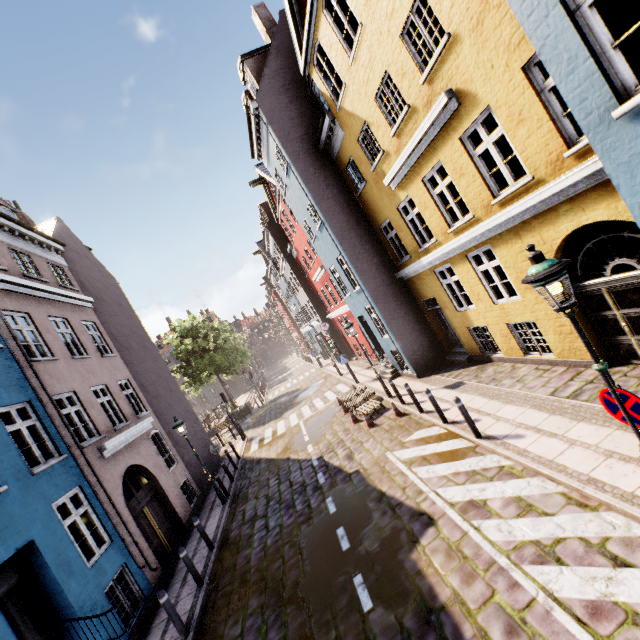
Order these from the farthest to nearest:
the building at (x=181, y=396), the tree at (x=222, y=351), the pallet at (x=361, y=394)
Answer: the tree at (x=222, y=351), the pallet at (x=361, y=394), the building at (x=181, y=396)

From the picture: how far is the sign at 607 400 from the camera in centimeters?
386cm

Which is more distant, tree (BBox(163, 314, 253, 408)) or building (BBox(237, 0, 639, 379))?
tree (BBox(163, 314, 253, 408))

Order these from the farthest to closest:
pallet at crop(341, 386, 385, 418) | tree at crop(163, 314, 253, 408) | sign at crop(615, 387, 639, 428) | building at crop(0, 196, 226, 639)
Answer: tree at crop(163, 314, 253, 408) → pallet at crop(341, 386, 385, 418) → building at crop(0, 196, 226, 639) → sign at crop(615, 387, 639, 428)

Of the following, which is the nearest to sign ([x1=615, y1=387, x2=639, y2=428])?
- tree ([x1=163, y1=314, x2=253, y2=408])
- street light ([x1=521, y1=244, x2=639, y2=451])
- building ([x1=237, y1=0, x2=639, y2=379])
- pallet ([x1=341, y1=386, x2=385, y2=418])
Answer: street light ([x1=521, y1=244, x2=639, y2=451])

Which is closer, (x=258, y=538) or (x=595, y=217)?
(x=595, y=217)

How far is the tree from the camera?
29.5 meters

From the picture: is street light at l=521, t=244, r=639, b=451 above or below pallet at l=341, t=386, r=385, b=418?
above
